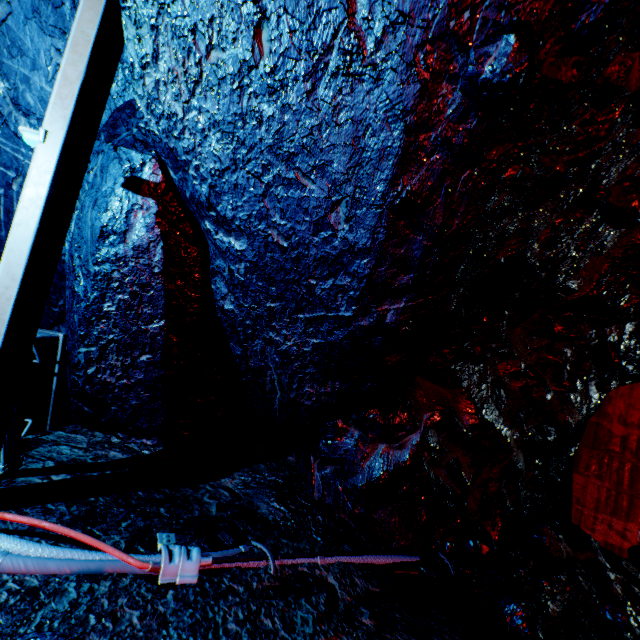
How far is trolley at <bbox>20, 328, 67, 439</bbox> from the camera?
2.5m

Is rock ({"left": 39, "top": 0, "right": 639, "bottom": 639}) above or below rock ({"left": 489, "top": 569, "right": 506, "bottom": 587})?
above

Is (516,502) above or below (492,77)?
below

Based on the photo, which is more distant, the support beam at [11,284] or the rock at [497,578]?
the rock at [497,578]

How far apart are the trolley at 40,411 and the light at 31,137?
1.3 meters

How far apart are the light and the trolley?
1.3m

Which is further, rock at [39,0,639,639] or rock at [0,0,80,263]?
rock at [0,0,80,263]

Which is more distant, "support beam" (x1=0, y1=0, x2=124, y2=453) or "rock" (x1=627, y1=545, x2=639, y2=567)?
"rock" (x1=627, y1=545, x2=639, y2=567)
